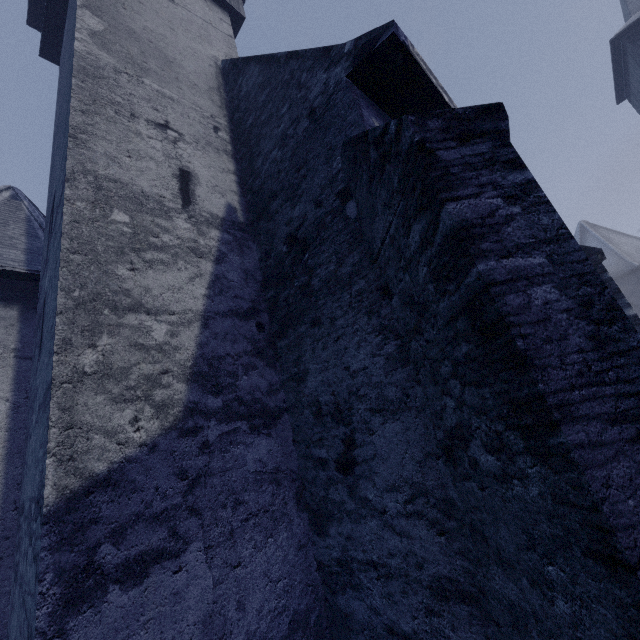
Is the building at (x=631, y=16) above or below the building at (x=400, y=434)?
above

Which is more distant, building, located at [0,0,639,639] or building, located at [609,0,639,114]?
building, located at [609,0,639,114]

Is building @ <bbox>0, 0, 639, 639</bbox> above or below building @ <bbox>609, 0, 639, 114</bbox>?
below

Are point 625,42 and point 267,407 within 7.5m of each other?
no

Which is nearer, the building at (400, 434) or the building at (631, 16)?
the building at (400, 434)
